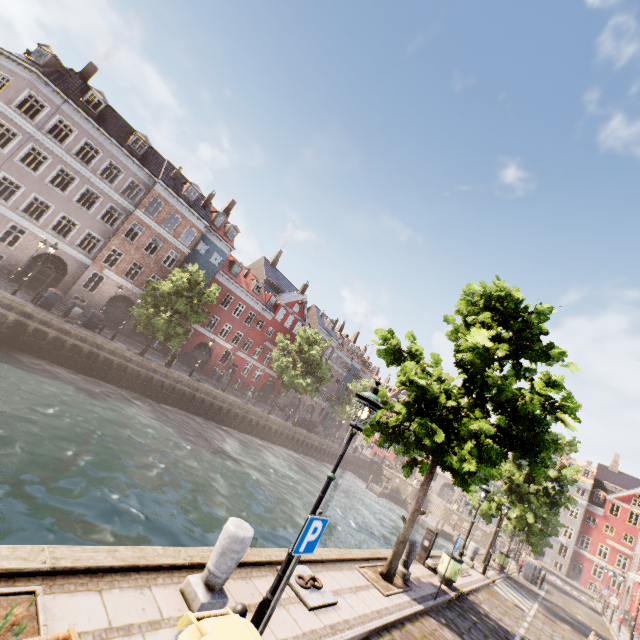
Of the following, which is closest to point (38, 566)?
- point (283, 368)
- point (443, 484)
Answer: point (283, 368)

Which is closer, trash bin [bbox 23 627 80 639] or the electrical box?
trash bin [bbox 23 627 80 639]

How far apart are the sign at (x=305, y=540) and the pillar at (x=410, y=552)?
7.5m

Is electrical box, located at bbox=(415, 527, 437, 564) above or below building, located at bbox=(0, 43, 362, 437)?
below

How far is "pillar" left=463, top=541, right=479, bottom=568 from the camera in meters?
16.8 m

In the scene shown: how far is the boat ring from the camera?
5.91m

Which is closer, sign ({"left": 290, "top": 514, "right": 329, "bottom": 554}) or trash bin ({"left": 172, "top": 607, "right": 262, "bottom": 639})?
trash bin ({"left": 172, "top": 607, "right": 262, "bottom": 639})

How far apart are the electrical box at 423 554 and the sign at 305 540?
10.8 meters
